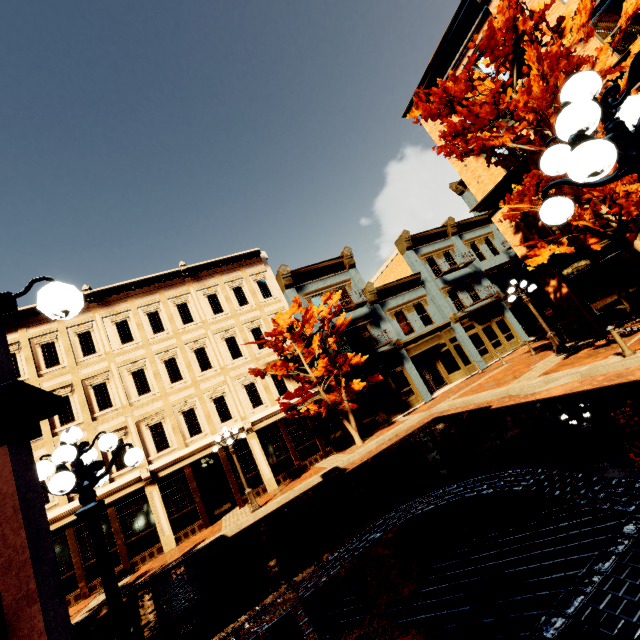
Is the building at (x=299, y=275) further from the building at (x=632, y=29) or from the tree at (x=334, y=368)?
the building at (x=632, y=29)

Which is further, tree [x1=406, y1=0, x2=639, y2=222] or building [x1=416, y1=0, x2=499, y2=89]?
building [x1=416, y1=0, x2=499, y2=89]

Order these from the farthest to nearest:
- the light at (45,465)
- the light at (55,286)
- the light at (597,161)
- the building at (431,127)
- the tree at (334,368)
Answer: the building at (431,127) < the tree at (334,368) < the light at (45,465) < the light at (55,286) < the light at (597,161)

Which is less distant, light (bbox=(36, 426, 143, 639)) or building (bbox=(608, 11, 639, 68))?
light (bbox=(36, 426, 143, 639))

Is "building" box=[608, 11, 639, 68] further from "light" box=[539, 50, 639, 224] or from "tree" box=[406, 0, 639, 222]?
"light" box=[539, 50, 639, 224]

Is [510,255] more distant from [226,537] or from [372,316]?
[226,537]

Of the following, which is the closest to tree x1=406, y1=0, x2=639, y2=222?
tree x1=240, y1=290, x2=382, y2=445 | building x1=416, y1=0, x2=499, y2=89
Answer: building x1=416, y1=0, x2=499, y2=89

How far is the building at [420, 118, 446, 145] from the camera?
17.1 meters
